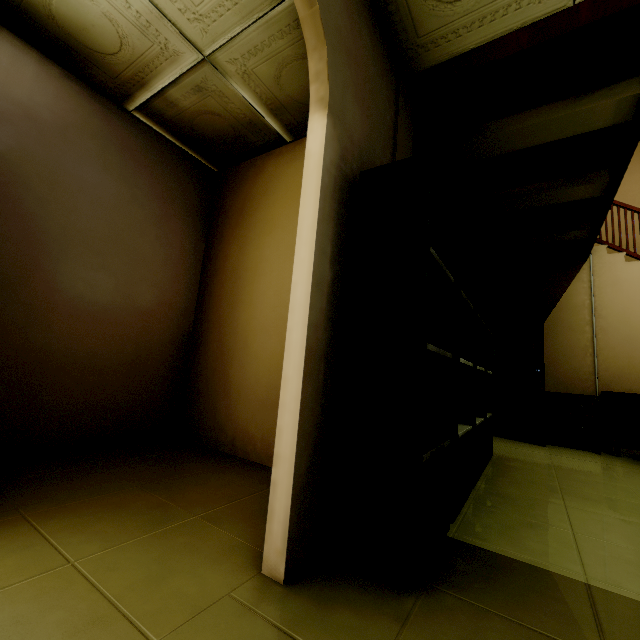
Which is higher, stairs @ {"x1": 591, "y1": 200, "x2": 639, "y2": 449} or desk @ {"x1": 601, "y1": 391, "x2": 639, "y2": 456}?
stairs @ {"x1": 591, "y1": 200, "x2": 639, "y2": 449}

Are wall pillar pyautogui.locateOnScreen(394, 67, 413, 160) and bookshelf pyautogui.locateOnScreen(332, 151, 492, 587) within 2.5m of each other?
yes

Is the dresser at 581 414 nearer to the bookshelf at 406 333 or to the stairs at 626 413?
the stairs at 626 413

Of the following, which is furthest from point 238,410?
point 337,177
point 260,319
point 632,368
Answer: point 632,368

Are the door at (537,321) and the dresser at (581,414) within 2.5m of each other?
yes

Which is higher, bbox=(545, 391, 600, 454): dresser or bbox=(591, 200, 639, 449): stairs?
bbox=(591, 200, 639, 449): stairs

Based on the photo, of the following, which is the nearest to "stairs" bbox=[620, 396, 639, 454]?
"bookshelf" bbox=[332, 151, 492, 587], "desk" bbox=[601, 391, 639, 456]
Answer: "desk" bbox=[601, 391, 639, 456]

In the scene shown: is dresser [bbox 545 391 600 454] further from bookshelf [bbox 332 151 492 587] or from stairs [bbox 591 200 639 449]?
bookshelf [bbox 332 151 492 587]
